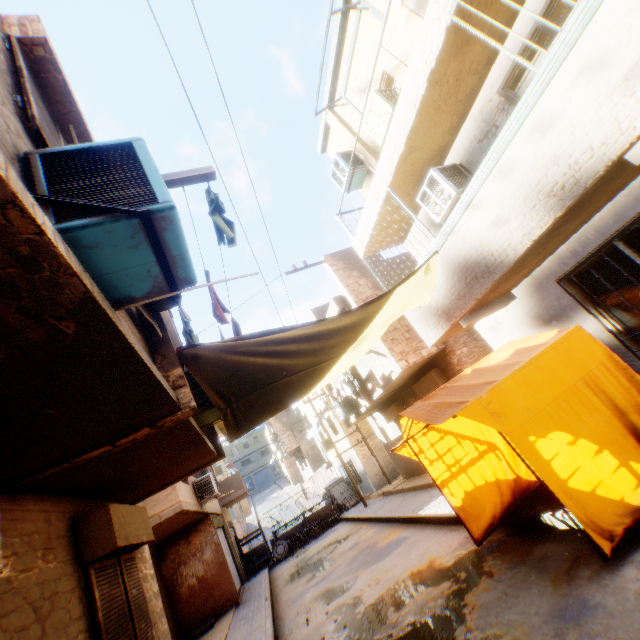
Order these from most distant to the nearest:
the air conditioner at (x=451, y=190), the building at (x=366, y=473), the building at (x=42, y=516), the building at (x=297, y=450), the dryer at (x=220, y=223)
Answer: the building at (x=297, y=450) → the building at (x=366, y=473) → the air conditioner at (x=451, y=190) → the dryer at (x=220, y=223) → the building at (x=42, y=516)

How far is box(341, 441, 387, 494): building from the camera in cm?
1892

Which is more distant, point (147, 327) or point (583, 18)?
point (147, 327)

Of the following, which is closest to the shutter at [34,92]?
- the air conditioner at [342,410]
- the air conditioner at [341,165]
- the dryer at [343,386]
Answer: the air conditioner at [341,165]

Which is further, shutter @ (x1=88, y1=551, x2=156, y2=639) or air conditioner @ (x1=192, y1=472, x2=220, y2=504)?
air conditioner @ (x1=192, y1=472, x2=220, y2=504)

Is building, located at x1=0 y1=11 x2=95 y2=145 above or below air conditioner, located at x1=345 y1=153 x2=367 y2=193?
below

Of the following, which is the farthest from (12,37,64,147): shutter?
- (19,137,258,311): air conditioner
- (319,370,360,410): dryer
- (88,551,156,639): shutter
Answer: (319,370,360,410): dryer

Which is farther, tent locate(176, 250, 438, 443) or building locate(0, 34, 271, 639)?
tent locate(176, 250, 438, 443)
